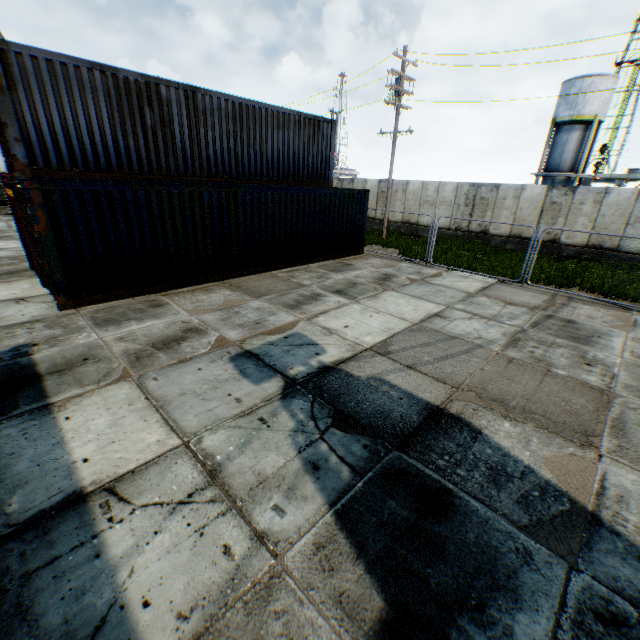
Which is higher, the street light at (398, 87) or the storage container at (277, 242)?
the street light at (398, 87)

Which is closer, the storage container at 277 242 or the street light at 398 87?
the storage container at 277 242

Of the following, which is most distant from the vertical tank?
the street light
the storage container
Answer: the storage container

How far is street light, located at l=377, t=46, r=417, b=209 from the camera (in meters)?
16.42

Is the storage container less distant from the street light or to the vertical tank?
the street light

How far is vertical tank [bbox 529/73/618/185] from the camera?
27.36m

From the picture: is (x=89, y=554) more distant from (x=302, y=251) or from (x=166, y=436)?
(x=302, y=251)

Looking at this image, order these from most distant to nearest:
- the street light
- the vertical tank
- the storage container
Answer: the vertical tank, the street light, the storage container
